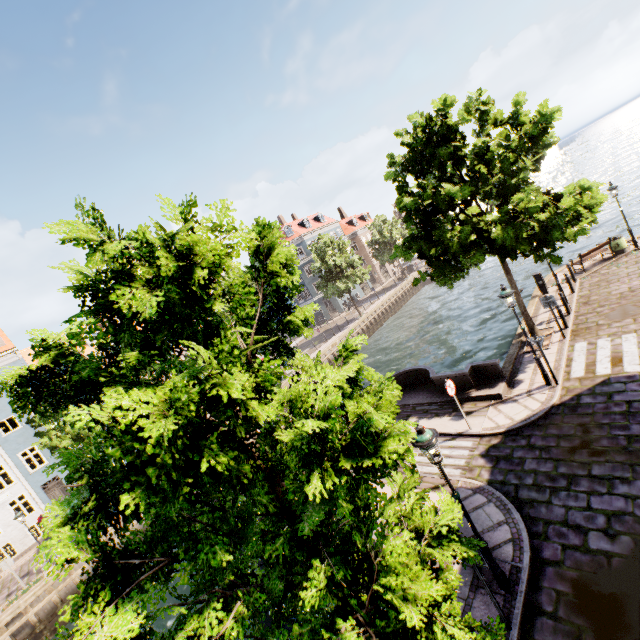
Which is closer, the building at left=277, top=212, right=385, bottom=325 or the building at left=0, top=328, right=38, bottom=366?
the building at left=0, top=328, right=38, bottom=366

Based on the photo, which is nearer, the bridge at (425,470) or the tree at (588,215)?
the bridge at (425,470)

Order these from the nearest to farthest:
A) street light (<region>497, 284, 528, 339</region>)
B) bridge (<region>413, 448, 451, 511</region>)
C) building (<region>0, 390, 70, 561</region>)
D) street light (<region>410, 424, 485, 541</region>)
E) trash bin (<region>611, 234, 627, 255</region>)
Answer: street light (<region>410, 424, 485, 541</region>)
bridge (<region>413, 448, 451, 511</region>)
street light (<region>497, 284, 528, 339</region>)
trash bin (<region>611, 234, 627, 255</region>)
building (<region>0, 390, 70, 561</region>)

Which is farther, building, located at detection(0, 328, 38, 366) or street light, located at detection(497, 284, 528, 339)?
building, located at detection(0, 328, 38, 366)

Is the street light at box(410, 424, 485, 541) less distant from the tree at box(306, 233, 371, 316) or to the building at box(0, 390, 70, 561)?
the tree at box(306, 233, 371, 316)

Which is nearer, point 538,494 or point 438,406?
point 538,494

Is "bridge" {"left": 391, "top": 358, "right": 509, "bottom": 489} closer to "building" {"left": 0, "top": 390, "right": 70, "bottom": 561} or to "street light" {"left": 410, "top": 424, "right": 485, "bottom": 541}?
"street light" {"left": 410, "top": 424, "right": 485, "bottom": 541}

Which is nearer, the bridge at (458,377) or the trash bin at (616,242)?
the bridge at (458,377)
